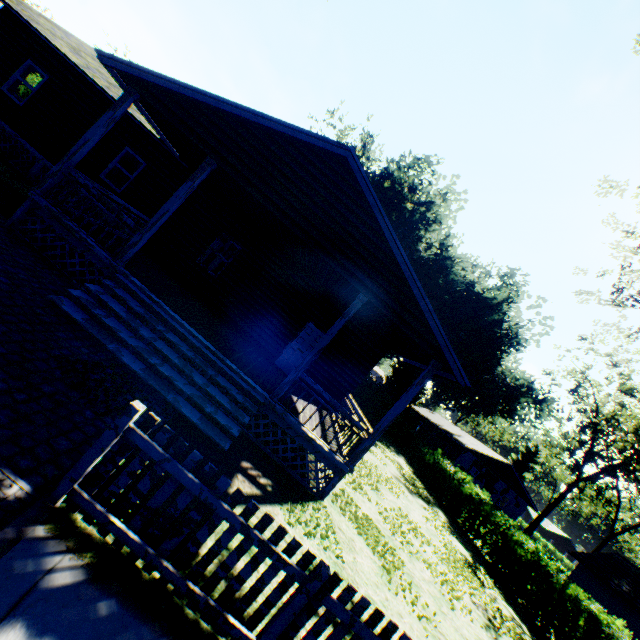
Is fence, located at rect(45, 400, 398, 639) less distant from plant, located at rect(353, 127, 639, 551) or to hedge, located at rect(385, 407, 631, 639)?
hedge, located at rect(385, 407, 631, 639)

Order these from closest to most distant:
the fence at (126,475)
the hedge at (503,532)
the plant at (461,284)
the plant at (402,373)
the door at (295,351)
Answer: the fence at (126,475)
the hedge at (503,532)
the door at (295,351)
the plant at (402,373)
the plant at (461,284)

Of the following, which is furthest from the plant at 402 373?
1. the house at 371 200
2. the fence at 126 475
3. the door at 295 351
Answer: the fence at 126 475

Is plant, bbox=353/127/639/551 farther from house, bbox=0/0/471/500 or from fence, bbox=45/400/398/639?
fence, bbox=45/400/398/639

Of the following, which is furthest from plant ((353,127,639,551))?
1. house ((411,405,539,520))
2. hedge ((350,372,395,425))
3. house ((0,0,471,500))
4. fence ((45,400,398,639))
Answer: fence ((45,400,398,639))

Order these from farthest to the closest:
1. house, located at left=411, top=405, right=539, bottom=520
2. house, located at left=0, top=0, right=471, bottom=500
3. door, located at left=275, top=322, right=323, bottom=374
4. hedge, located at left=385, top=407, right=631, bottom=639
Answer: house, located at left=411, top=405, right=539, bottom=520, door, located at left=275, top=322, right=323, bottom=374, hedge, located at left=385, top=407, right=631, bottom=639, house, located at left=0, top=0, right=471, bottom=500

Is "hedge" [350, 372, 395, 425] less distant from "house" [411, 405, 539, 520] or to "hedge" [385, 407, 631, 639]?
"hedge" [385, 407, 631, 639]

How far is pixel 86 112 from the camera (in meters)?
12.55
